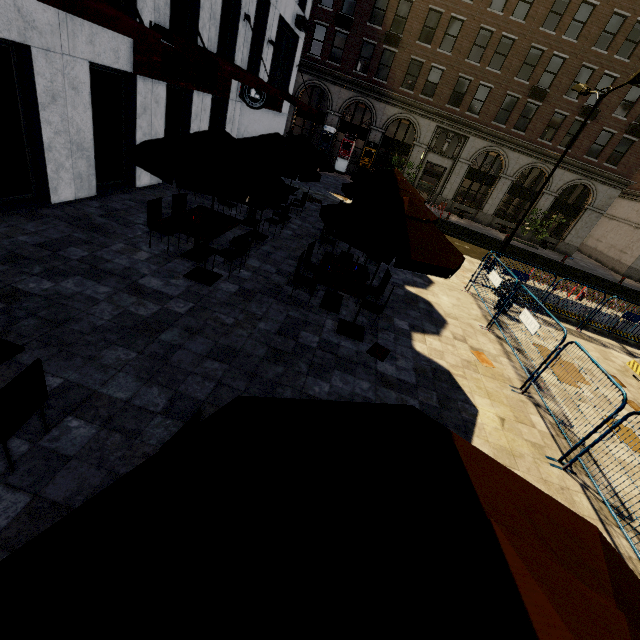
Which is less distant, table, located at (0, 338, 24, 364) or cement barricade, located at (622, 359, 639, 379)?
table, located at (0, 338, 24, 364)

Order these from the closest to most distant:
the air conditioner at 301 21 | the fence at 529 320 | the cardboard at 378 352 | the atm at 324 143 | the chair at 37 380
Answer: the chair at 37 380 < the fence at 529 320 < the cardboard at 378 352 < the air conditioner at 301 21 < the atm at 324 143

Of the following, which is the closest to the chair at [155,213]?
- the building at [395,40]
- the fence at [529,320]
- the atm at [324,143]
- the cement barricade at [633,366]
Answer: the fence at [529,320]

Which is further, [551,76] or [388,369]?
[551,76]

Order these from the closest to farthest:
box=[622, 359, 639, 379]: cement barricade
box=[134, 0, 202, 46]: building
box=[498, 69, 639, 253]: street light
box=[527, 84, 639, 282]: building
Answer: box=[134, 0, 202, 46]: building, box=[622, 359, 639, 379]: cement barricade, box=[498, 69, 639, 253]: street light, box=[527, 84, 639, 282]: building

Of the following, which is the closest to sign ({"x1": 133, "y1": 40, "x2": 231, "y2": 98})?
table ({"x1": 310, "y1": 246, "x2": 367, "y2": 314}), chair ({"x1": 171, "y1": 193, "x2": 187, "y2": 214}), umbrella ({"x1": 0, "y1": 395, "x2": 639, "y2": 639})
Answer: chair ({"x1": 171, "y1": 193, "x2": 187, "y2": 214})

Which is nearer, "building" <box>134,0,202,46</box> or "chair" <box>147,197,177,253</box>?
"chair" <box>147,197,177,253</box>

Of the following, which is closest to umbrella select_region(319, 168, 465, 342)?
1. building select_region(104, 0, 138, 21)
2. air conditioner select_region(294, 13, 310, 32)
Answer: building select_region(104, 0, 138, 21)
